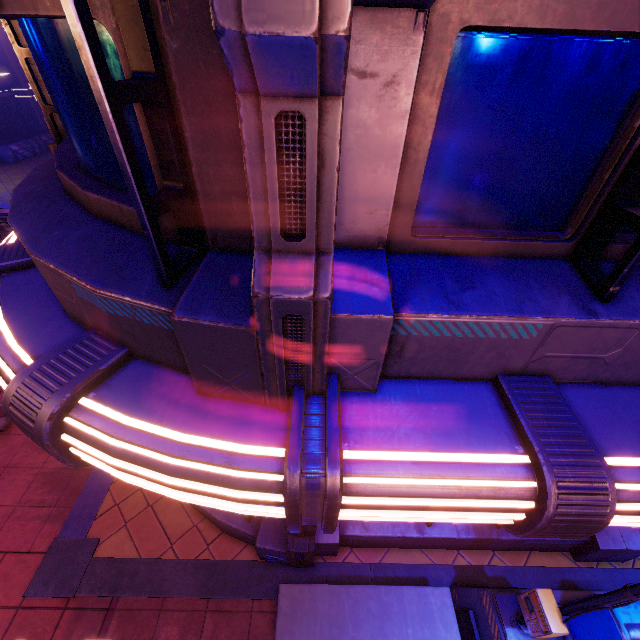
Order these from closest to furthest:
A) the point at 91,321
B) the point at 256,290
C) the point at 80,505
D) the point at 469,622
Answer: the point at 256,290, the point at 91,321, the point at 469,622, the point at 80,505

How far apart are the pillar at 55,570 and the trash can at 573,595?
7.3 meters

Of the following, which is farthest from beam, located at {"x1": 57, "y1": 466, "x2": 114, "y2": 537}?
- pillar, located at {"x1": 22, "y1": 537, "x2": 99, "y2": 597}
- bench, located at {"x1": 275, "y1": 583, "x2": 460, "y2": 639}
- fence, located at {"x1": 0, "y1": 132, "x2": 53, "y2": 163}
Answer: fence, located at {"x1": 0, "y1": 132, "x2": 53, "y2": 163}

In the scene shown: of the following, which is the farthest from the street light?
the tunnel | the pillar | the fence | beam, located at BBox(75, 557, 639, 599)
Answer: the fence

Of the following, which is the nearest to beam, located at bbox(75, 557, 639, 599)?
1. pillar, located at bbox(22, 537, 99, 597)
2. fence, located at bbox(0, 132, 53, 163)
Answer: pillar, located at bbox(22, 537, 99, 597)

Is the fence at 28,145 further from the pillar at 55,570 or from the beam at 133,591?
the beam at 133,591

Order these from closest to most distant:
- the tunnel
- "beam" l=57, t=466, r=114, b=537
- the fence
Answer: "beam" l=57, t=466, r=114, b=537
the fence
the tunnel

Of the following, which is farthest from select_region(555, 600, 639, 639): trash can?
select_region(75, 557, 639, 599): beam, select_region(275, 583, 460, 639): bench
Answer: select_region(275, 583, 460, 639): bench
